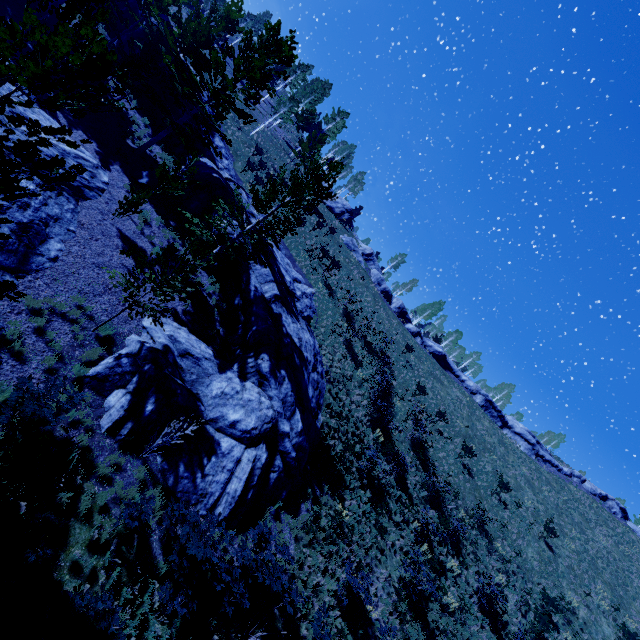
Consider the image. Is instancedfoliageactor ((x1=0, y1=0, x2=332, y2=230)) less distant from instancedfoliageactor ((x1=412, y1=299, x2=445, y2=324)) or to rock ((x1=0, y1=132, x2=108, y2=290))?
rock ((x1=0, y1=132, x2=108, y2=290))

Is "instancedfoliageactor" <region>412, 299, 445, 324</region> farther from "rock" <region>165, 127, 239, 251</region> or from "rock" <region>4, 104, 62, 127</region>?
"rock" <region>4, 104, 62, 127</region>

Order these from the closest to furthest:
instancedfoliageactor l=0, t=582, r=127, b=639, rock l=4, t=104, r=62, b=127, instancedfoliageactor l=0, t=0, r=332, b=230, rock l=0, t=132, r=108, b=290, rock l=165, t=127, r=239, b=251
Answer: instancedfoliageactor l=0, t=0, r=332, b=230
instancedfoliageactor l=0, t=582, r=127, b=639
rock l=0, t=132, r=108, b=290
rock l=4, t=104, r=62, b=127
rock l=165, t=127, r=239, b=251

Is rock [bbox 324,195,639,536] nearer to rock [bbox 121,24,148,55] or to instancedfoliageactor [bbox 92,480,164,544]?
instancedfoliageactor [bbox 92,480,164,544]

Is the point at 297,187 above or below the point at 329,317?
above

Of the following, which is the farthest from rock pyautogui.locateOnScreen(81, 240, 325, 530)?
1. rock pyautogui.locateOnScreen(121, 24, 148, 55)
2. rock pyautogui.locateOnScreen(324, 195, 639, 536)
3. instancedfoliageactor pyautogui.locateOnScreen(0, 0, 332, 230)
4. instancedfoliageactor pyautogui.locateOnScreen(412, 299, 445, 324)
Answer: instancedfoliageactor pyautogui.locateOnScreen(412, 299, 445, 324)

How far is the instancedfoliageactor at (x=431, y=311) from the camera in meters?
52.2

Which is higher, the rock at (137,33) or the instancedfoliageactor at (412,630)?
the rock at (137,33)
